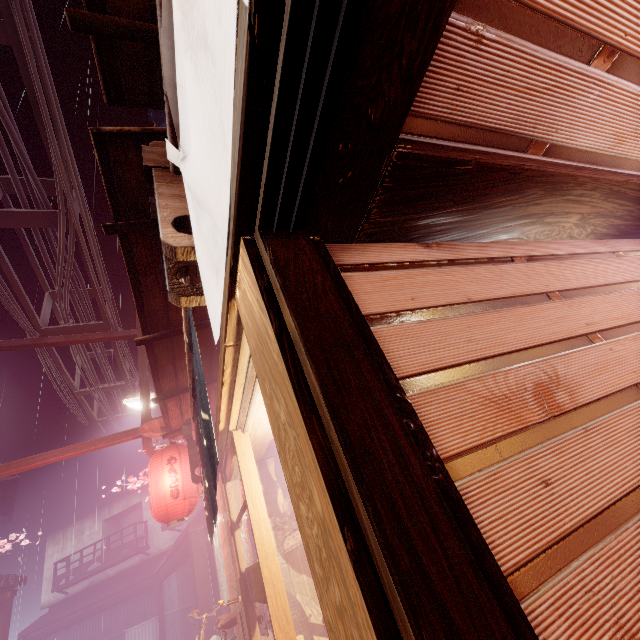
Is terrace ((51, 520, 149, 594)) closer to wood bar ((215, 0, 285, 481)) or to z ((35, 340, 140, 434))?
z ((35, 340, 140, 434))

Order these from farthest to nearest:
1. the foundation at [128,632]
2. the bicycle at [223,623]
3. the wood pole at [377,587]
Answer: the foundation at [128,632], the bicycle at [223,623], the wood pole at [377,587]

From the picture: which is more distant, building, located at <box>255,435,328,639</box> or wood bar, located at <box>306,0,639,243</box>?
building, located at <box>255,435,328,639</box>

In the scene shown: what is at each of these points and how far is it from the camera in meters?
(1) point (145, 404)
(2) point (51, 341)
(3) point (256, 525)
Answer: (1) wire stand, 11.6 m
(2) wire stand, 12.1 m
(3) door, 5.1 m

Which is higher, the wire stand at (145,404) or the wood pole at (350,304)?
the wire stand at (145,404)

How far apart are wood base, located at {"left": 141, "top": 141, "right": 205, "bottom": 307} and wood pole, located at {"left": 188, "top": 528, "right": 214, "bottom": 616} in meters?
21.2 m

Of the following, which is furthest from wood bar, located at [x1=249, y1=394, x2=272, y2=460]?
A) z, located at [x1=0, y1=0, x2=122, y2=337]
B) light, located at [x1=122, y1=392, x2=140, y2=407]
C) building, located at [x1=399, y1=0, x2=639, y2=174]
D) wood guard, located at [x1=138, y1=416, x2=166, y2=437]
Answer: z, located at [x1=0, y1=0, x2=122, y2=337]

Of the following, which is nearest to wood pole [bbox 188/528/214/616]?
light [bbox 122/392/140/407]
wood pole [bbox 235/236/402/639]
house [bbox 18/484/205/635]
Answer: light [bbox 122/392/140/407]
